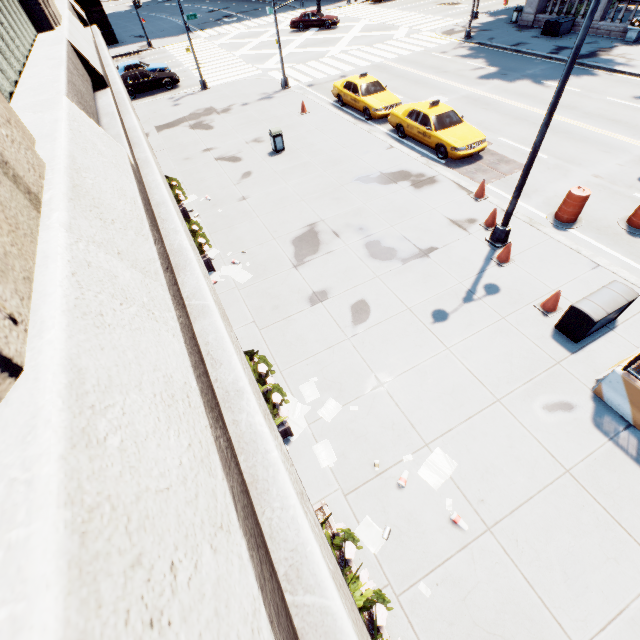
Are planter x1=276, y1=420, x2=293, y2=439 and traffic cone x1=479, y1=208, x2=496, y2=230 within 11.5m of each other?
yes

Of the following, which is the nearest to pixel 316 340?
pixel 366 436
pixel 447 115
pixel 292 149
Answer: pixel 366 436

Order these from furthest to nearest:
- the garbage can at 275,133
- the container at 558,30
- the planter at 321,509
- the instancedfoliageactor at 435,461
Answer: the container at 558,30 → the garbage can at 275,133 → the instancedfoliageactor at 435,461 → the planter at 321,509

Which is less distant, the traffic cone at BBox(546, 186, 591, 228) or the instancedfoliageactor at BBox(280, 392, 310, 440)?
the instancedfoliageactor at BBox(280, 392, 310, 440)

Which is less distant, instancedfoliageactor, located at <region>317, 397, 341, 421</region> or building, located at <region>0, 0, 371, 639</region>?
building, located at <region>0, 0, 371, 639</region>

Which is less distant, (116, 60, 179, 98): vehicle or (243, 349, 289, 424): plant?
(243, 349, 289, 424): plant

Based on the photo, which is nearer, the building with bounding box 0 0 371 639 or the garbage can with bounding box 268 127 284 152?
the building with bounding box 0 0 371 639

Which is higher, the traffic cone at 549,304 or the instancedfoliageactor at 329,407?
the traffic cone at 549,304
